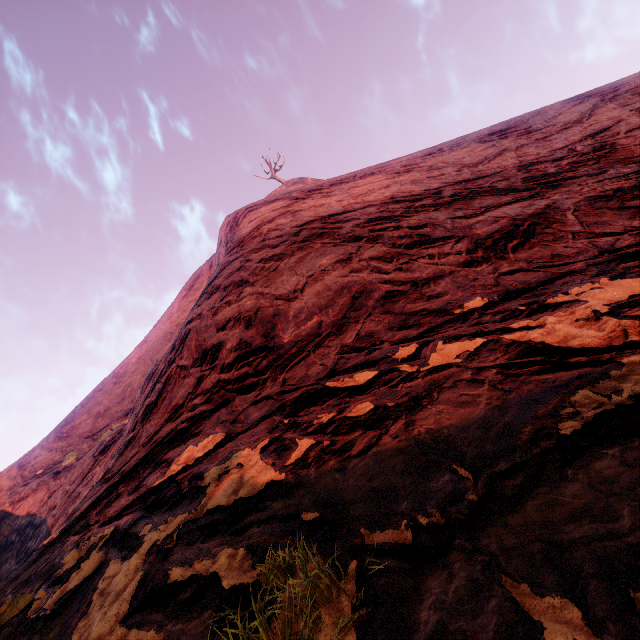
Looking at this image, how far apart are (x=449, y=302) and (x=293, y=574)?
2.8m
